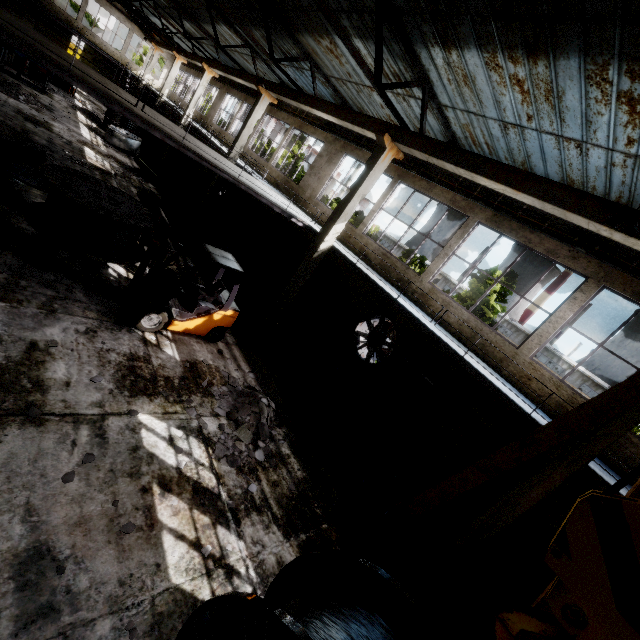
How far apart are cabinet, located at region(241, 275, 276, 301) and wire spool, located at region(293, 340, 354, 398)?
3.9m

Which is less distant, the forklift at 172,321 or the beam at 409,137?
the beam at 409,137

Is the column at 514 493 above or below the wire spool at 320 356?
above

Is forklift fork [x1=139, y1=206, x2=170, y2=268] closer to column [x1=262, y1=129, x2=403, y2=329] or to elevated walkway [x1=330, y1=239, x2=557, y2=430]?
elevated walkway [x1=330, y1=239, x2=557, y2=430]

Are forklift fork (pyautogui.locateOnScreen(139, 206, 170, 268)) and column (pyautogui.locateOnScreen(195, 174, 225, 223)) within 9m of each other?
no

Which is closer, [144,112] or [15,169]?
[144,112]

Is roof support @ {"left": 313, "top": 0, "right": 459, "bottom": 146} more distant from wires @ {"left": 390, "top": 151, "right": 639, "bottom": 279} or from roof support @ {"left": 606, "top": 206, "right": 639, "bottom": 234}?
roof support @ {"left": 606, "top": 206, "right": 639, "bottom": 234}

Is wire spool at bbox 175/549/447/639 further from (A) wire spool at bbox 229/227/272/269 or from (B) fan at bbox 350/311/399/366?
(A) wire spool at bbox 229/227/272/269
